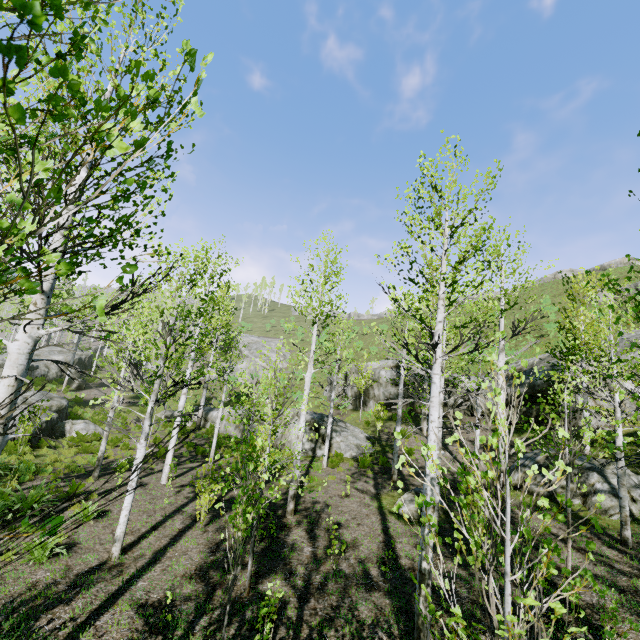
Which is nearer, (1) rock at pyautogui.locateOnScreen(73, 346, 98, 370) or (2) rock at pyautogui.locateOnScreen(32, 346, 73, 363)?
(2) rock at pyautogui.locateOnScreen(32, 346, 73, 363)

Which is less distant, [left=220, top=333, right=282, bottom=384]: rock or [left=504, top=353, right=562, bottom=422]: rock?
[left=504, top=353, right=562, bottom=422]: rock

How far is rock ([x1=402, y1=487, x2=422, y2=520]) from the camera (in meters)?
9.78

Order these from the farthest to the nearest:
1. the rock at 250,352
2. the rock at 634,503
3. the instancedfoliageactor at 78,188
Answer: the rock at 250,352, the rock at 634,503, the instancedfoliageactor at 78,188

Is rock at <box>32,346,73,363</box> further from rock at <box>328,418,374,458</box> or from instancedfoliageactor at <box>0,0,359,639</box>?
rock at <box>328,418,374,458</box>

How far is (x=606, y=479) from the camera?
10.2 meters

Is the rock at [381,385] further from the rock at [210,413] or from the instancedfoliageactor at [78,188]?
the instancedfoliageactor at [78,188]
